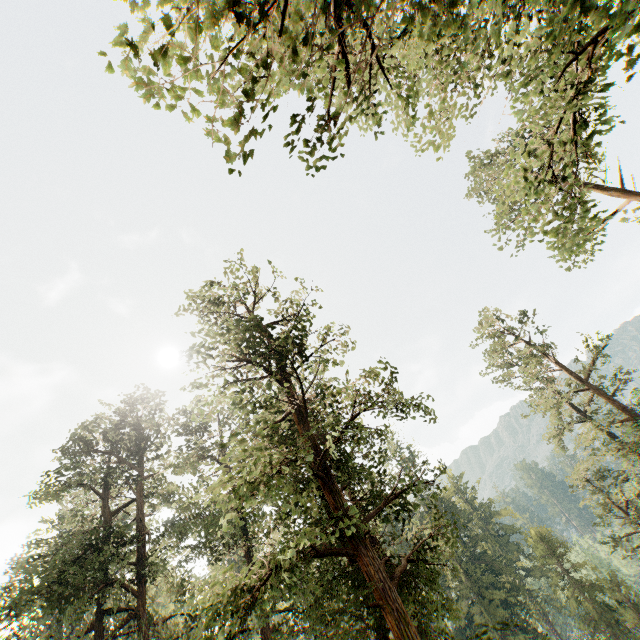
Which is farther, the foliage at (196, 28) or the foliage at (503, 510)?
the foliage at (503, 510)

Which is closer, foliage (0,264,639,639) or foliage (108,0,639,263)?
foliage (108,0,639,263)

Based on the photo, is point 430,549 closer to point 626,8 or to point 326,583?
point 326,583
